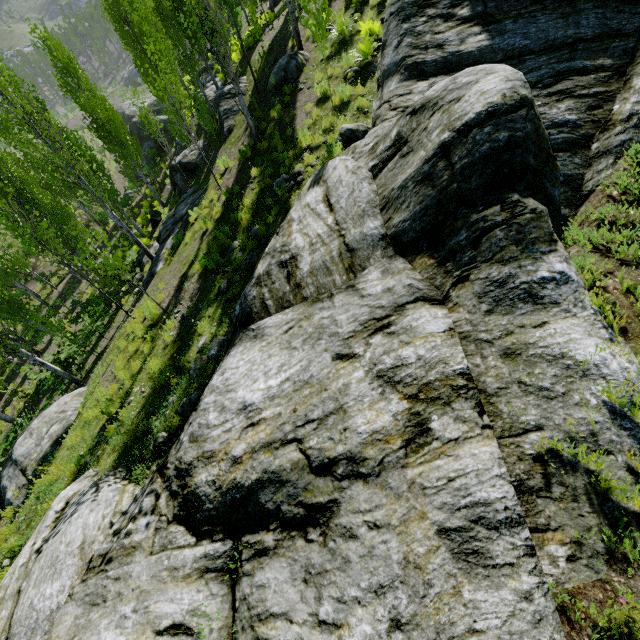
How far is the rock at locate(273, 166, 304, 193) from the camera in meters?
9.0 m

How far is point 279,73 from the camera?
12.8m

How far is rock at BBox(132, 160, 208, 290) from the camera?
13.1 meters

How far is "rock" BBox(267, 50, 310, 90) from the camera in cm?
1257

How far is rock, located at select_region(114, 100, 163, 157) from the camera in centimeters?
3516cm

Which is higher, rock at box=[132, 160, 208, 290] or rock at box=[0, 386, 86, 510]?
rock at box=[0, 386, 86, 510]

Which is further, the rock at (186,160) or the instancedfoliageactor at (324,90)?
the rock at (186,160)

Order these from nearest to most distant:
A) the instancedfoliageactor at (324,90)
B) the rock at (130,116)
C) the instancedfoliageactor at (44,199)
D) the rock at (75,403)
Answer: the rock at (75,403) < the instancedfoliageactor at (44,199) < the instancedfoliageactor at (324,90) < the rock at (130,116)
